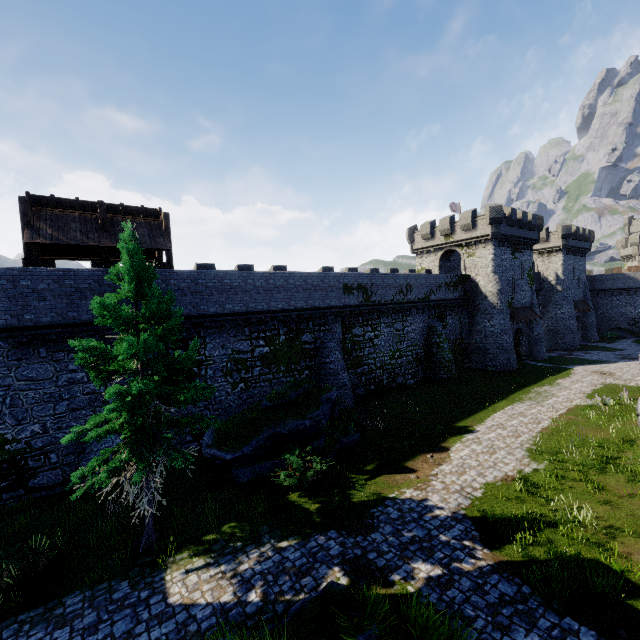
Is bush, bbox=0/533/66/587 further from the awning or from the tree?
the awning

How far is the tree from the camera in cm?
906

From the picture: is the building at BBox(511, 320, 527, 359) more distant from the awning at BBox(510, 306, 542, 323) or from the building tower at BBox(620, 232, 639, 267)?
the building tower at BBox(620, 232, 639, 267)

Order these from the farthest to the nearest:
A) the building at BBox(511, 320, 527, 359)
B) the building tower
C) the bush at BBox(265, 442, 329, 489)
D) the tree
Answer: the building tower, the building at BBox(511, 320, 527, 359), the bush at BBox(265, 442, 329, 489), the tree

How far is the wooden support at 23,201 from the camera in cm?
1457

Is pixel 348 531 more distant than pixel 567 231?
No

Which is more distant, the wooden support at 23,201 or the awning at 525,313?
the awning at 525,313

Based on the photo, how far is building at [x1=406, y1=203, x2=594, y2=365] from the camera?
33.6 meters
